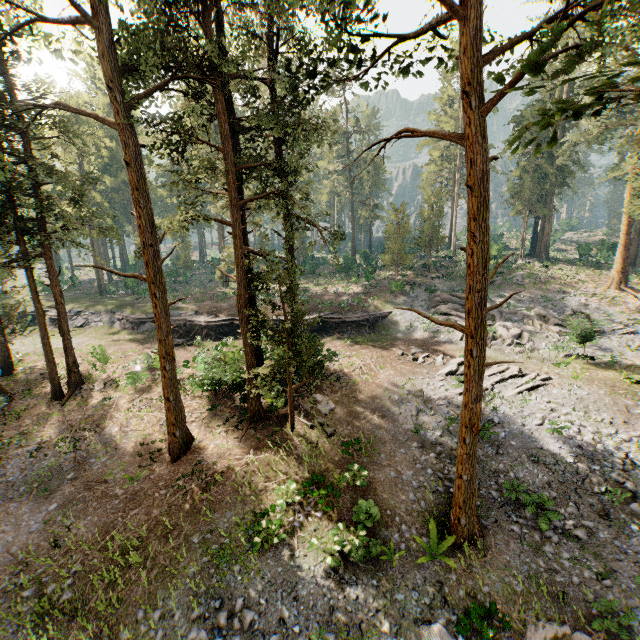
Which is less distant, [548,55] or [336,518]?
[548,55]

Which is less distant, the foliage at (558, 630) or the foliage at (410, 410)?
the foliage at (558, 630)

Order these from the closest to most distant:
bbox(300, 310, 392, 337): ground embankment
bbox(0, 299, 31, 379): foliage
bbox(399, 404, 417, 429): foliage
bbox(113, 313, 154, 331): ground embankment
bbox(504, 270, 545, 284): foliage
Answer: bbox(399, 404, 417, 429): foliage, bbox(0, 299, 31, 379): foliage, bbox(300, 310, 392, 337): ground embankment, bbox(113, 313, 154, 331): ground embankment, bbox(504, 270, 545, 284): foliage

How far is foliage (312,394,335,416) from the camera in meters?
18.9

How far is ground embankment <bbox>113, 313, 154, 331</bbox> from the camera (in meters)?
33.25

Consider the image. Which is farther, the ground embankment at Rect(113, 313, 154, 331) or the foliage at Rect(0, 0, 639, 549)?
the ground embankment at Rect(113, 313, 154, 331)

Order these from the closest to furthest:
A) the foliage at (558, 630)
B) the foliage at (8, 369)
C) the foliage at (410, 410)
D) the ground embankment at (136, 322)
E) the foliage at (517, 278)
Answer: the foliage at (558, 630), the foliage at (410, 410), the foliage at (8, 369), the ground embankment at (136, 322), the foliage at (517, 278)

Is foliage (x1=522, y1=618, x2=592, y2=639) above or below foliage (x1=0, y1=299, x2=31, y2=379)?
below
